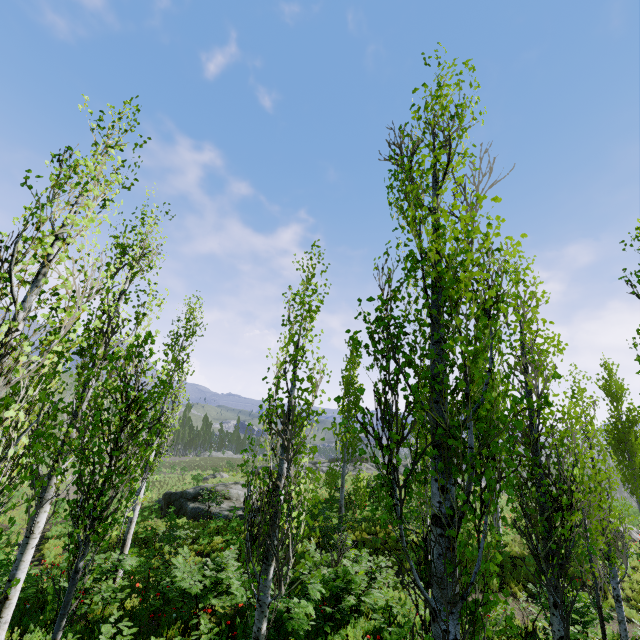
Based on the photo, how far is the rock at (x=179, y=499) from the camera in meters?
20.0

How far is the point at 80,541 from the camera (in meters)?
4.77

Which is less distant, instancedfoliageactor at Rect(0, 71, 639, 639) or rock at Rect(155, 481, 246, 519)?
instancedfoliageactor at Rect(0, 71, 639, 639)

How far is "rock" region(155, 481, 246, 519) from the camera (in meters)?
19.95

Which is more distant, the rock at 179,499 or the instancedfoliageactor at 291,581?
the rock at 179,499
